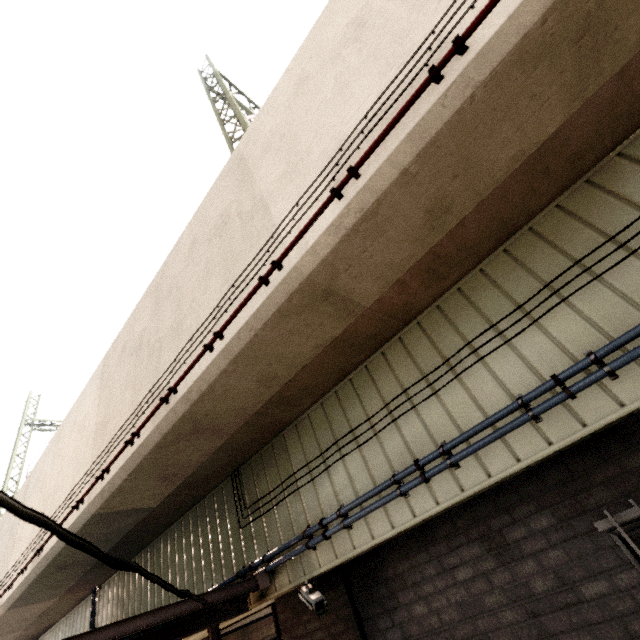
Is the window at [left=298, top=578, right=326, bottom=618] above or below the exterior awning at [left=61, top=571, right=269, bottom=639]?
below

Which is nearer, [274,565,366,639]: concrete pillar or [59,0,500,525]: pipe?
[59,0,500,525]: pipe

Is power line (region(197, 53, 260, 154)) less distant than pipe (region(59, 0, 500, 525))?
No

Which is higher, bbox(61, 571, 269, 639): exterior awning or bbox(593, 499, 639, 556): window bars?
bbox(61, 571, 269, 639): exterior awning

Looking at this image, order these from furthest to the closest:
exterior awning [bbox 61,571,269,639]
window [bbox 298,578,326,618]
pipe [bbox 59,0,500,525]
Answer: window [bbox 298,578,326,618] → exterior awning [bbox 61,571,269,639] → pipe [bbox 59,0,500,525]

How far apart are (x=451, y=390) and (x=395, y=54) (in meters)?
3.08

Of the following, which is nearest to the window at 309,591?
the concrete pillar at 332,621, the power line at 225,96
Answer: the concrete pillar at 332,621

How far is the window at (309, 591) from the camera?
3.7 meters
